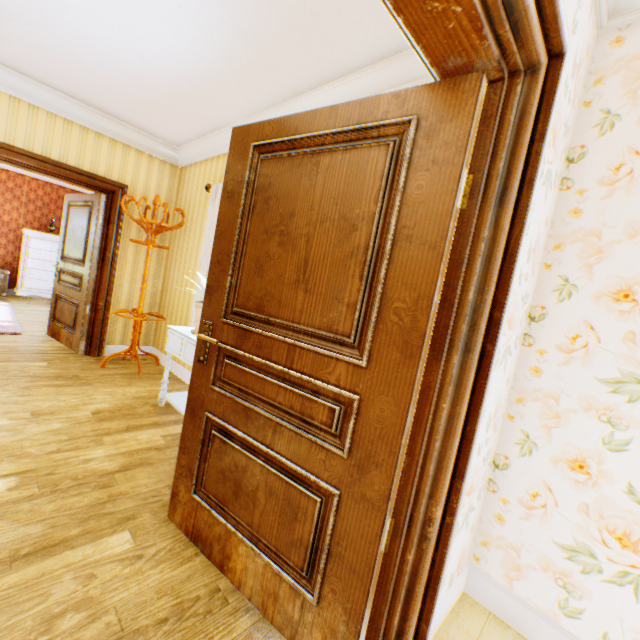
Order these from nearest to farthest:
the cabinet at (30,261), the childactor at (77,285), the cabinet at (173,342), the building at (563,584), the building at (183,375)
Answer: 1. the building at (563,584)
2. the cabinet at (173,342)
3. the building at (183,375)
4. the childactor at (77,285)
5. the cabinet at (30,261)

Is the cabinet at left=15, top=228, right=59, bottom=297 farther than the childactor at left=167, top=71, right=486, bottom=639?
Yes

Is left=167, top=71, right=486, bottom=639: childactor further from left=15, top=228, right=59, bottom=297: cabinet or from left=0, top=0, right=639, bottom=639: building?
left=15, top=228, right=59, bottom=297: cabinet

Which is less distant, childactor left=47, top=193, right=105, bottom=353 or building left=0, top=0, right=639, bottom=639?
building left=0, top=0, right=639, bottom=639

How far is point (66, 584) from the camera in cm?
140

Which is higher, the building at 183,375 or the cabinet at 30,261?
the cabinet at 30,261

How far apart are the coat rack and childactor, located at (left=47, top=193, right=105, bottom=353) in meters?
0.5 m

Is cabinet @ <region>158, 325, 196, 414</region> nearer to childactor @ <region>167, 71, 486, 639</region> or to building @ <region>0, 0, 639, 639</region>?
building @ <region>0, 0, 639, 639</region>
